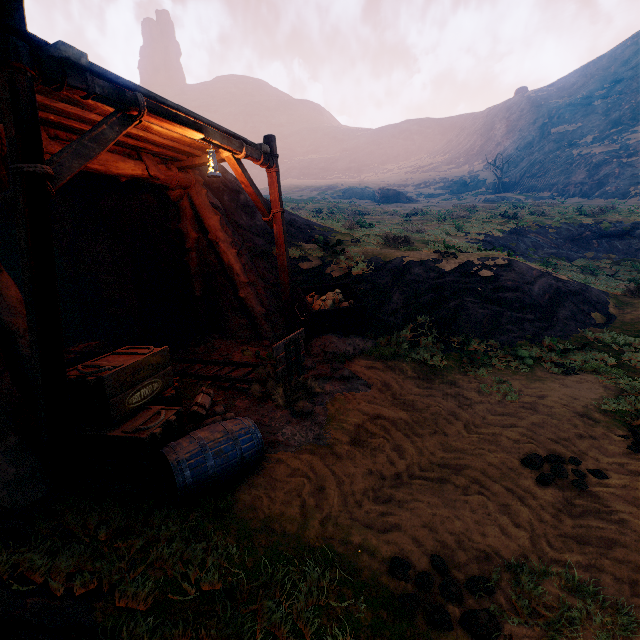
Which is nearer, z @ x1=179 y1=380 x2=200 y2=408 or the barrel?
the barrel

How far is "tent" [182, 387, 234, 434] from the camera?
4.2m

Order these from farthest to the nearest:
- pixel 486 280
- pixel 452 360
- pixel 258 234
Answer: pixel 258 234 → pixel 486 280 → pixel 452 360

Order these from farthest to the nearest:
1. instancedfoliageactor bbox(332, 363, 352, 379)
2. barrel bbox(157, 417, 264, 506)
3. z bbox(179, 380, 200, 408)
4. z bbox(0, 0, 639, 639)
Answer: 1. instancedfoliageactor bbox(332, 363, 352, 379)
2. z bbox(179, 380, 200, 408)
3. barrel bbox(157, 417, 264, 506)
4. z bbox(0, 0, 639, 639)

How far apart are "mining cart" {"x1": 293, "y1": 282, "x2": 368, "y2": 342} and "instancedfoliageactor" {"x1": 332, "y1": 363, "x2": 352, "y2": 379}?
0.9 meters

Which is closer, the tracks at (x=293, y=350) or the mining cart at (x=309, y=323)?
the tracks at (x=293, y=350)

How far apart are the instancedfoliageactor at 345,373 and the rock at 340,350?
0.3 meters

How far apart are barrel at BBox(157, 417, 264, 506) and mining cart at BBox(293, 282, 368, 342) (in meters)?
3.43
